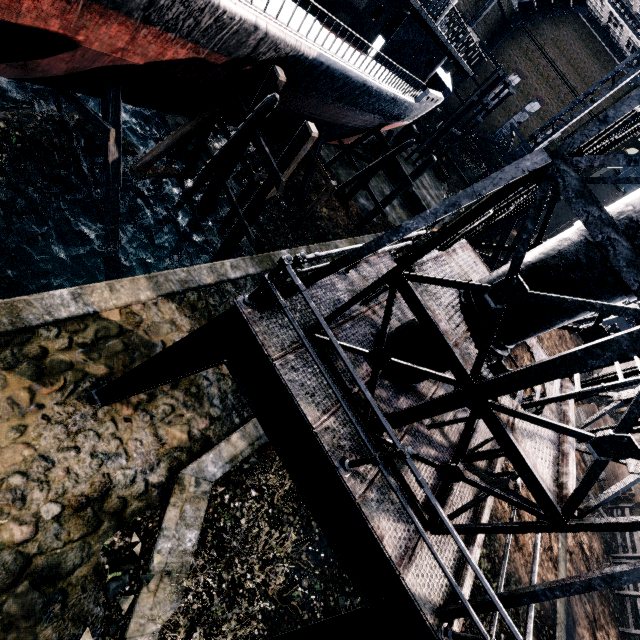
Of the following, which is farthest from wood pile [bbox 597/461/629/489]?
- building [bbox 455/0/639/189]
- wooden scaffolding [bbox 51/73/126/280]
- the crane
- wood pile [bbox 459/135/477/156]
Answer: wood pile [bbox 459/135/477/156]

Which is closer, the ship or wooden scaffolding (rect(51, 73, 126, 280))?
the ship

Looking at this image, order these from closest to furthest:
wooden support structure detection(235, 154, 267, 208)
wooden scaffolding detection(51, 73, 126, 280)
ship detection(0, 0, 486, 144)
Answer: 1. ship detection(0, 0, 486, 144)
2. wooden scaffolding detection(51, 73, 126, 280)
3. wooden support structure detection(235, 154, 267, 208)

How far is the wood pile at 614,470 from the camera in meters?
24.9 m

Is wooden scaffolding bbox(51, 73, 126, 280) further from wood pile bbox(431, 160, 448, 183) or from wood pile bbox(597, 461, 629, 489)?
wood pile bbox(431, 160, 448, 183)

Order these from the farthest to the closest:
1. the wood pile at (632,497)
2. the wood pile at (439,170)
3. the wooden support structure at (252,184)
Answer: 1. the wood pile at (439,170)
2. the wood pile at (632,497)
3. the wooden support structure at (252,184)

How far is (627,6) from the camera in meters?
39.1 m

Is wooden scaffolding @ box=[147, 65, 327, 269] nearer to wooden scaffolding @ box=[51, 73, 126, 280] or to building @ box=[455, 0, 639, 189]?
wooden scaffolding @ box=[51, 73, 126, 280]
